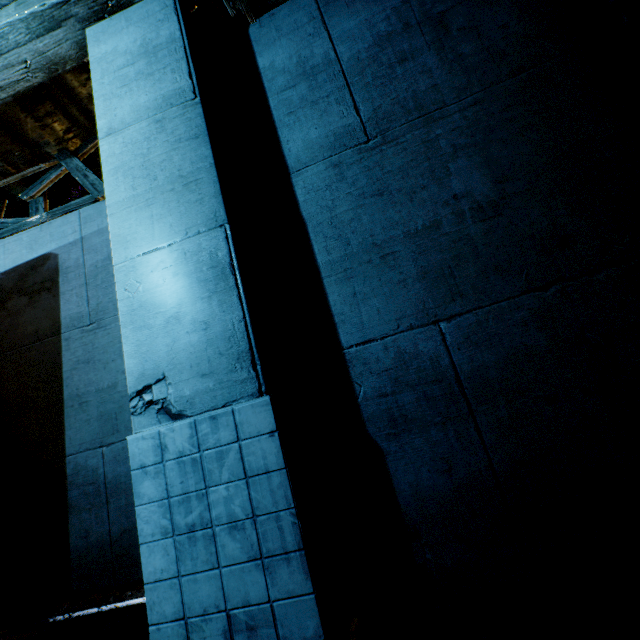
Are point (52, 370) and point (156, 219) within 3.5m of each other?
no
